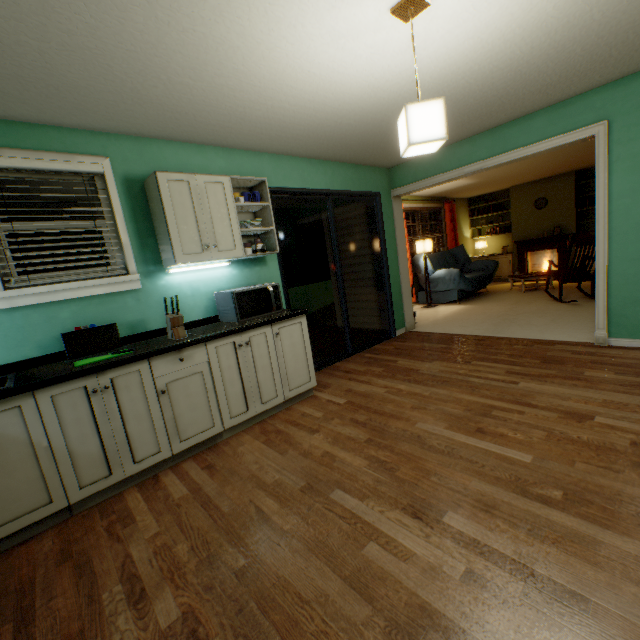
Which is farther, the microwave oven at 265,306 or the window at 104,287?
the microwave oven at 265,306

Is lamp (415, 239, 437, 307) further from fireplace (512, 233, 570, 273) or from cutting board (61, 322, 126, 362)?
cutting board (61, 322, 126, 362)

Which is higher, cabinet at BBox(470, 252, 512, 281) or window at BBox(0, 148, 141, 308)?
window at BBox(0, 148, 141, 308)

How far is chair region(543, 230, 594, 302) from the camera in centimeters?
493cm

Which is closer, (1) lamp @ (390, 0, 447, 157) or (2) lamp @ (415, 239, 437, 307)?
(1) lamp @ (390, 0, 447, 157)

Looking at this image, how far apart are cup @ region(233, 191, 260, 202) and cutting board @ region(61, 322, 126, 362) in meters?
1.5 m

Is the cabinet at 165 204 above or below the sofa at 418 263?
above

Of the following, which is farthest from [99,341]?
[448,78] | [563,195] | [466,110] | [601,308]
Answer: [563,195]
